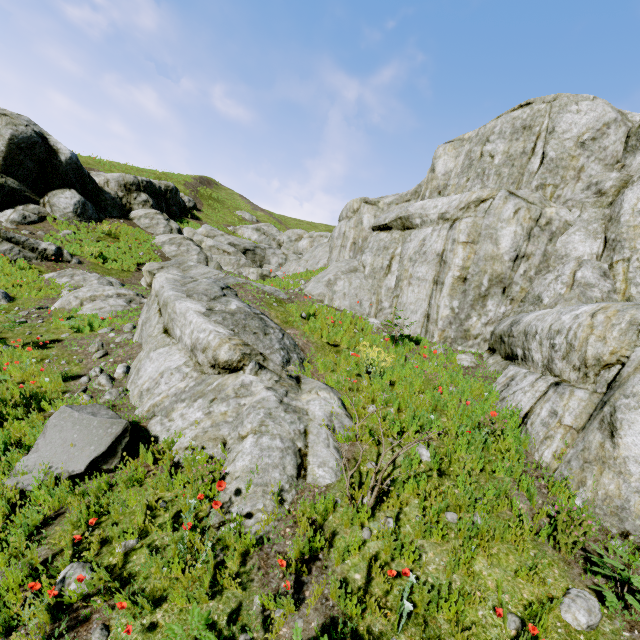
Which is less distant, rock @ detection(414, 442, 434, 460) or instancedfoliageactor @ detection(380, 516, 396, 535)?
instancedfoliageactor @ detection(380, 516, 396, 535)

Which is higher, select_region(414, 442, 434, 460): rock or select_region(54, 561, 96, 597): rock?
select_region(414, 442, 434, 460): rock

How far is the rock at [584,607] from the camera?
2.9m

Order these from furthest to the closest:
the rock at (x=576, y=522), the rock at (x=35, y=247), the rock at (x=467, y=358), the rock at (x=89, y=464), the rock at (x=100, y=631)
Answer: the rock at (x=35, y=247) < the rock at (x=467, y=358) < the rock at (x=89, y=464) < the rock at (x=576, y=522) < the rock at (x=100, y=631)

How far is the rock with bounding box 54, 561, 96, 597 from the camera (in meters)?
3.13

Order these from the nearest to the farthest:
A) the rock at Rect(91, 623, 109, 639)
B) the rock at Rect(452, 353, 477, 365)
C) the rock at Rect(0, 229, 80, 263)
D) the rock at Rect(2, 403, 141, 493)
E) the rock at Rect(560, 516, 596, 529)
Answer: the rock at Rect(91, 623, 109, 639), the rock at Rect(560, 516, 596, 529), the rock at Rect(2, 403, 141, 493), the rock at Rect(452, 353, 477, 365), the rock at Rect(0, 229, 80, 263)

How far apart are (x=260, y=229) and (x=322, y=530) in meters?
34.7 m

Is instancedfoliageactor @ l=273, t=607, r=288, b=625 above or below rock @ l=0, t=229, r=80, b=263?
below
